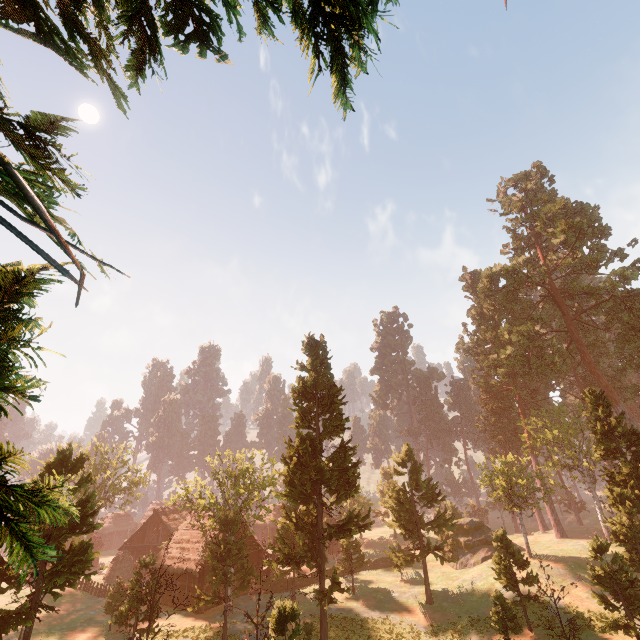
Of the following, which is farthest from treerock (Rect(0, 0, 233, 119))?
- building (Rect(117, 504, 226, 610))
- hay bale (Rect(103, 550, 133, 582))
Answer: hay bale (Rect(103, 550, 133, 582))

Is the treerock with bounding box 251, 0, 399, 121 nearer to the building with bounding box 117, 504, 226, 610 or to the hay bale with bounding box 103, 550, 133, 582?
the building with bounding box 117, 504, 226, 610

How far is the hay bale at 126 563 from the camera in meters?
40.2

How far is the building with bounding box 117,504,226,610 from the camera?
31.6m

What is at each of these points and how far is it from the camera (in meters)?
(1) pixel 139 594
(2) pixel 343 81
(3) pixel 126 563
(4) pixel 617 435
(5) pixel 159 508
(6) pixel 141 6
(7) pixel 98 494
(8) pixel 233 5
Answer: (1) treerock, 23.17
(2) treerock, 3.80
(3) hay bale, 41.38
(4) treerock, 27.23
(5) building, 47.88
(6) treerock, 4.34
(7) treerock, 39.34
(8) treerock, 4.17

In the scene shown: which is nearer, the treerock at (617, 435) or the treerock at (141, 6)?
the treerock at (141, 6)

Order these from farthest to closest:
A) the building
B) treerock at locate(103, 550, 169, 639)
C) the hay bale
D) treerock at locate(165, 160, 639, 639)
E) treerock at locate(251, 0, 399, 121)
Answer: the hay bale → the building → treerock at locate(165, 160, 639, 639) → treerock at locate(103, 550, 169, 639) → treerock at locate(251, 0, 399, 121)

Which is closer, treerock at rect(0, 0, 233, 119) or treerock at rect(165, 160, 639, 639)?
treerock at rect(0, 0, 233, 119)
